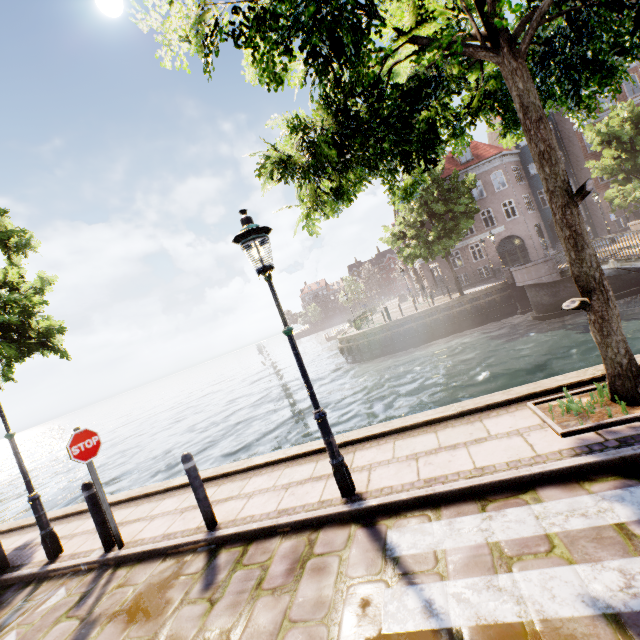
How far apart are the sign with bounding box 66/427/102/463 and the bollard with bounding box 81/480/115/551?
0.48m

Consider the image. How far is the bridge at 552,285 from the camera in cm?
1752

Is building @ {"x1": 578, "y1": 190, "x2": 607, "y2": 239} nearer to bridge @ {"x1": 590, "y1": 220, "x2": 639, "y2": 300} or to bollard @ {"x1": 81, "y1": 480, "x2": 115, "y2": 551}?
bridge @ {"x1": 590, "y1": 220, "x2": 639, "y2": 300}

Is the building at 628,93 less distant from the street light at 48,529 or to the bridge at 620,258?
the bridge at 620,258

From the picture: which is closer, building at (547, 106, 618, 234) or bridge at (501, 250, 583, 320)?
bridge at (501, 250, 583, 320)

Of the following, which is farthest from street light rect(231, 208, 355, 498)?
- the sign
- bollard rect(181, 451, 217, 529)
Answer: the sign

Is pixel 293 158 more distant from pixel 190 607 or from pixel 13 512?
pixel 13 512

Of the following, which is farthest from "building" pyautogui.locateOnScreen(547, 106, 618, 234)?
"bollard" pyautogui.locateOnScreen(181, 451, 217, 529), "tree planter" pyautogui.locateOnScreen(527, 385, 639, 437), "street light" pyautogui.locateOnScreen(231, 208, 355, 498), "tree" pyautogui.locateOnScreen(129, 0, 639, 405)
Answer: "bollard" pyautogui.locateOnScreen(181, 451, 217, 529)
